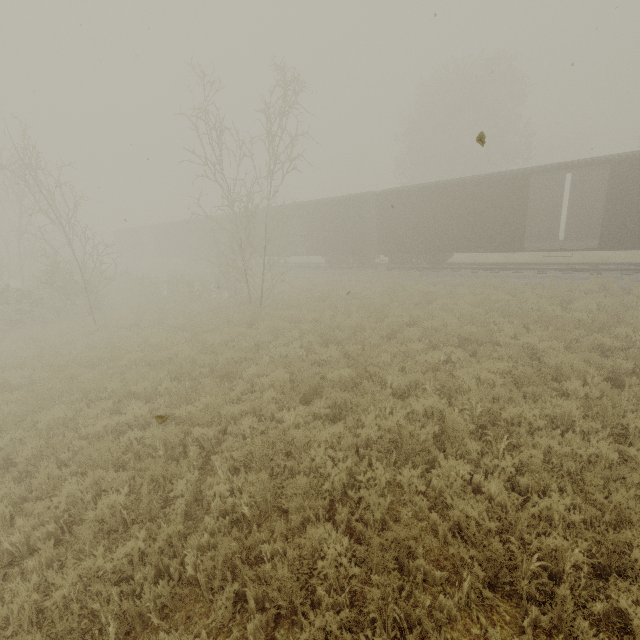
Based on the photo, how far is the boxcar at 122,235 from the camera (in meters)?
31.03

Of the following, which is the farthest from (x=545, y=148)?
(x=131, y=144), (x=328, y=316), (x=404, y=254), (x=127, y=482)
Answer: (x=127, y=482)

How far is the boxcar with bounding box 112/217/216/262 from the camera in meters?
31.0 m

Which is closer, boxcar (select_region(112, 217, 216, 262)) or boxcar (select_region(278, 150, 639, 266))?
boxcar (select_region(278, 150, 639, 266))

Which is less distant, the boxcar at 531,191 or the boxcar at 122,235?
the boxcar at 531,191
